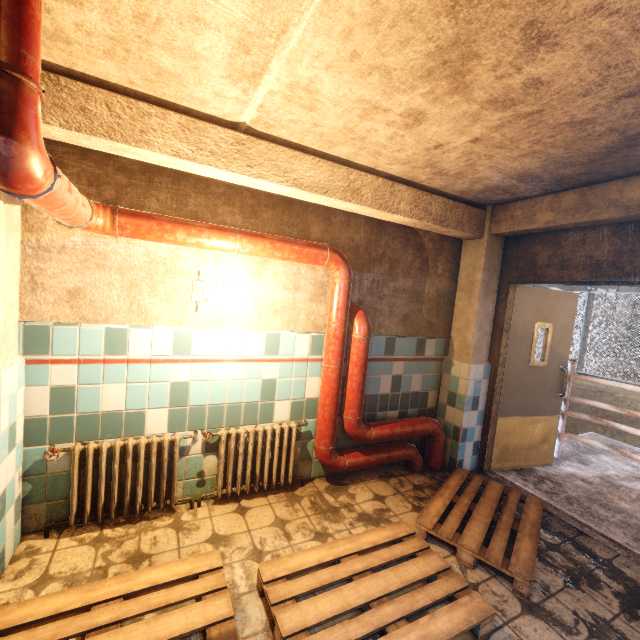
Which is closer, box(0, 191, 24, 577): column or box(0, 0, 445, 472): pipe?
box(0, 0, 445, 472): pipe

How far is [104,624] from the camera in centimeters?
159cm

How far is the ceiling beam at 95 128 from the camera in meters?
1.9 m

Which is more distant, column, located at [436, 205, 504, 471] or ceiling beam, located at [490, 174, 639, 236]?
column, located at [436, 205, 504, 471]

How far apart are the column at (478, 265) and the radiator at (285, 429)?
1.8m

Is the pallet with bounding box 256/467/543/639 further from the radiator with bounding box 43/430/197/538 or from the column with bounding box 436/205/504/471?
the column with bounding box 436/205/504/471

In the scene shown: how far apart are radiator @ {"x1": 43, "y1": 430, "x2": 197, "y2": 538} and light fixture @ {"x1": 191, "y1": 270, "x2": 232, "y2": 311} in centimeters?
99cm

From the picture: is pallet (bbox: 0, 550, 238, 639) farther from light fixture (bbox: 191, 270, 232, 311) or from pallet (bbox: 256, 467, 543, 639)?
light fixture (bbox: 191, 270, 232, 311)
